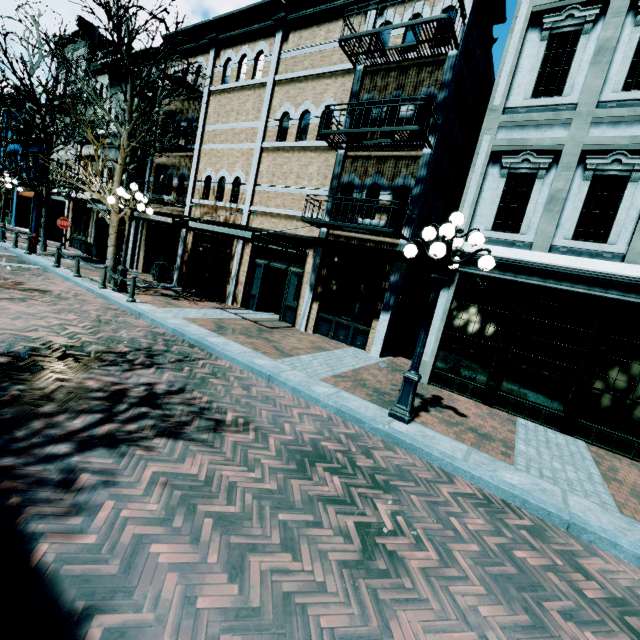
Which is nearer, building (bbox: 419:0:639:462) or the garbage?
building (bbox: 419:0:639:462)

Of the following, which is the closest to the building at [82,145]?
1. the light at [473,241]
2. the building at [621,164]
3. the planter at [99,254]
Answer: the planter at [99,254]

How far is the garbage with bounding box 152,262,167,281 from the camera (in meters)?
15.63

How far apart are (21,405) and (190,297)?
10.0 meters

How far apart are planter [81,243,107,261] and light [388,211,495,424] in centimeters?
1895cm

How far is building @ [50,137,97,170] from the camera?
20.89m

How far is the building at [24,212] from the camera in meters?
25.3 m

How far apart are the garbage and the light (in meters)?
13.55
